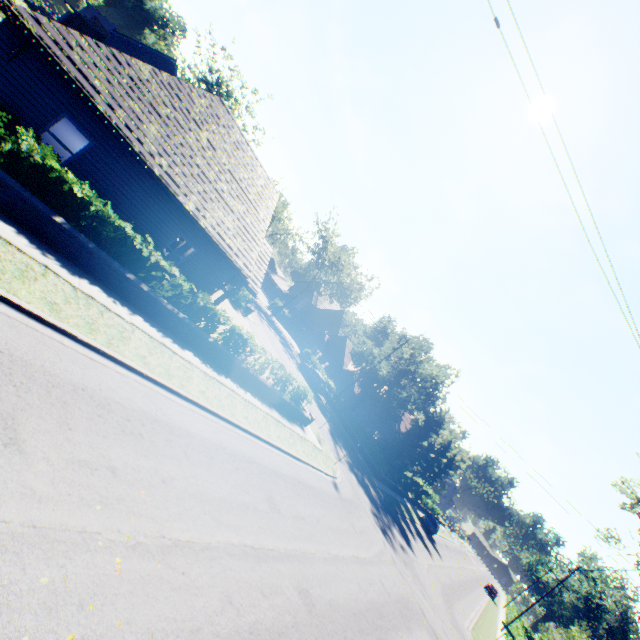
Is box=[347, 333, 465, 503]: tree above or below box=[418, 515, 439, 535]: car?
above

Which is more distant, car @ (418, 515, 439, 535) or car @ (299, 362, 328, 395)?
car @ (418, 515, 439, 535)

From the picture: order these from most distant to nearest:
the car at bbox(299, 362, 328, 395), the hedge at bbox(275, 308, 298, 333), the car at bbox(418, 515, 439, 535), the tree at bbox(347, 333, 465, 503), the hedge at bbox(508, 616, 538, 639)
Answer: the hedge at bbox(275, 308, 298, 333), the car at bbox(418, 515, 439, 535), the car at bbox(299, 362, 328, 395), the tree at bbox(347, 333, 465, 503), the hedge at bbox(508, 616, 538, 639)

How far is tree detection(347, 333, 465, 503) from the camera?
34.7m

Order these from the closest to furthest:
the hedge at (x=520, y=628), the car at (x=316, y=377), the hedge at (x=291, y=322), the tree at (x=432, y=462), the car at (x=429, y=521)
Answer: the hedge at (x=520, y=628), the tree at (x=432, y=462), the car at (x=316, y=377), the car at (x=429, y=521), the hedge at (x=291, y=322)

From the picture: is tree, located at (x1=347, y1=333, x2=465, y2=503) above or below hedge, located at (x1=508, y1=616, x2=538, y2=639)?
above

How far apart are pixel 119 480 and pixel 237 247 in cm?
1148

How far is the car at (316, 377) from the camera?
35.9 meters
